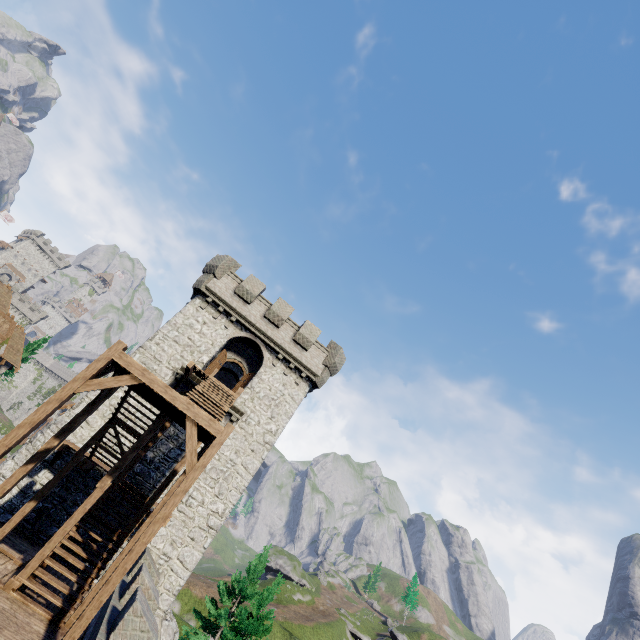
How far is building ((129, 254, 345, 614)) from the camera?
16.03m

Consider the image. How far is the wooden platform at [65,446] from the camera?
13.7m

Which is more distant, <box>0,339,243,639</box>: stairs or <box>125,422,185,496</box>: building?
<box>125,422,185,496</box>: building

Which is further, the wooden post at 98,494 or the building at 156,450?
the building at 156,450

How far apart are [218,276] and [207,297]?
1.6m

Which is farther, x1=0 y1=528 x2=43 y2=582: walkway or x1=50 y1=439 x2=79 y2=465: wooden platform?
x1=50 y1=439 x2=79 y2=465: wooden platform

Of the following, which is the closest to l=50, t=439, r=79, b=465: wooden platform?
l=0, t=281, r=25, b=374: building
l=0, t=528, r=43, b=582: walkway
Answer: l=0, t=528, r=43, b=582: walkway

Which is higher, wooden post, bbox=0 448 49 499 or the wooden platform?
the wooden platform
